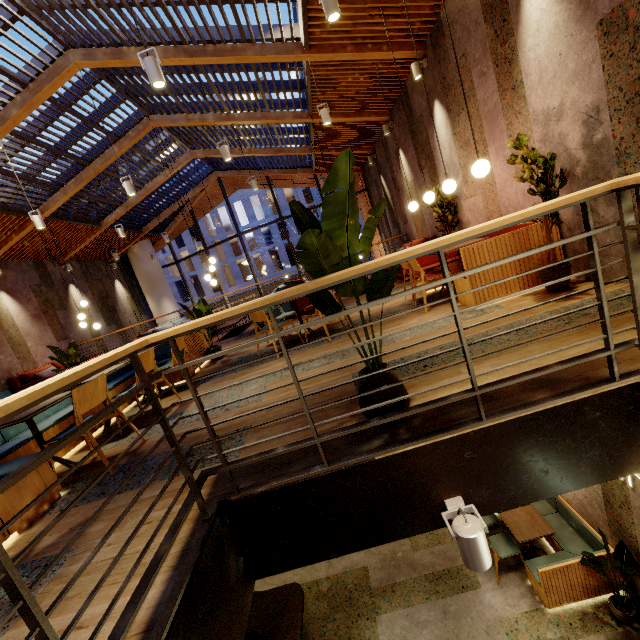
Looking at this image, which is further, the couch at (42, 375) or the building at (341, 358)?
the couch at (42, 375)

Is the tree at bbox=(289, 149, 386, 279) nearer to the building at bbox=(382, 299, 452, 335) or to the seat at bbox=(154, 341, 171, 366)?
the building at bbox=(382, 299, 452, 335)

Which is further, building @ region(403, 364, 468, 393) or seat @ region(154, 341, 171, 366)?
seat @ region(154, 341, 171, 366)

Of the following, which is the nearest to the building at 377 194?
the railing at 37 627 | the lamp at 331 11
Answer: the railing at 37 627

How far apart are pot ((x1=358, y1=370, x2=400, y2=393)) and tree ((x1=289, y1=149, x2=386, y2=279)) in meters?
0.1

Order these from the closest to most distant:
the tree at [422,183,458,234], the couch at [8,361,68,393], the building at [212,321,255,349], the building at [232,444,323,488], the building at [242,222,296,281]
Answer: the building at [232,444,323,488]
the tree at [422,183,458,234]
the building at [212,321,255,349]
the couch at [8,361,68,393]
the building at [242,222,296,281]

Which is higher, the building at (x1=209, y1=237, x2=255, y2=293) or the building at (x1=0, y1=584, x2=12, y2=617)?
the building at (x1=209, y1=237, x2=255, y2=293)

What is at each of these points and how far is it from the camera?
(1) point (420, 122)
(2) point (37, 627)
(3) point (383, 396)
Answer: (1) building, 6.8m
(2) railing, 0.9m
(3) pot, 2.1m
